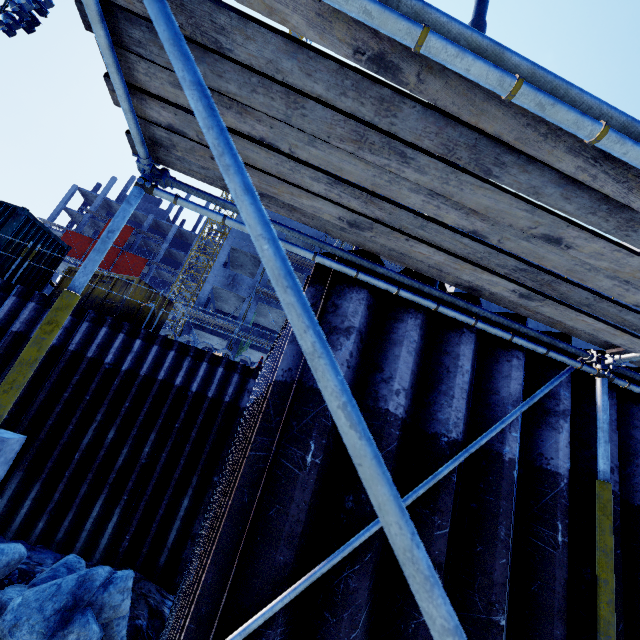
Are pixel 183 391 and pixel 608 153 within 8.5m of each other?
no

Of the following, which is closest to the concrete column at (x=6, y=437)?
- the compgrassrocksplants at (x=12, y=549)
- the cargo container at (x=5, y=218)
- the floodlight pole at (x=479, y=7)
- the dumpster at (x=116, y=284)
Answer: the compgrassrocksplants at (x=12, y=549)

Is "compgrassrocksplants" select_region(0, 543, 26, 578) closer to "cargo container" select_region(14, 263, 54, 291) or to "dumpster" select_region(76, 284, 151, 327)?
"dumpster" select_region(76, 284, 151, 327)

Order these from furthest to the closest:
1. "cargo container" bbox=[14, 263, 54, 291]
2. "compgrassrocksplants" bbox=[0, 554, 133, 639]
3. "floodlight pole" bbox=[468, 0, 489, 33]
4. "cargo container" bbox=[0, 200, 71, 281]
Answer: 1. "cargo container" bbox=[14, 263, 54, 291]
2. "cargo container" bbox=[0, 200, 71, 281]
3. "floodlight pole" bbox=[468, 0, 489, 33]
4. "compgrassrocksplants" bbox=[0, 554, 133, 639]

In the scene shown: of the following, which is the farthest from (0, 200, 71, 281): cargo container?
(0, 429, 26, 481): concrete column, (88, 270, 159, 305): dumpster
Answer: (0, 429, 26, 481): concrete column

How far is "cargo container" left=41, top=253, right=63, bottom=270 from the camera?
12.1m

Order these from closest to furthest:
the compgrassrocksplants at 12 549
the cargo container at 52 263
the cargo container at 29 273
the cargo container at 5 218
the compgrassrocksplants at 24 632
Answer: the compgrassrocksplants at 24 632
the compgrassrocksplants at 12 549
the cargo container at 5 218
the cargo container at 29 273
the cargo container at 52 263
